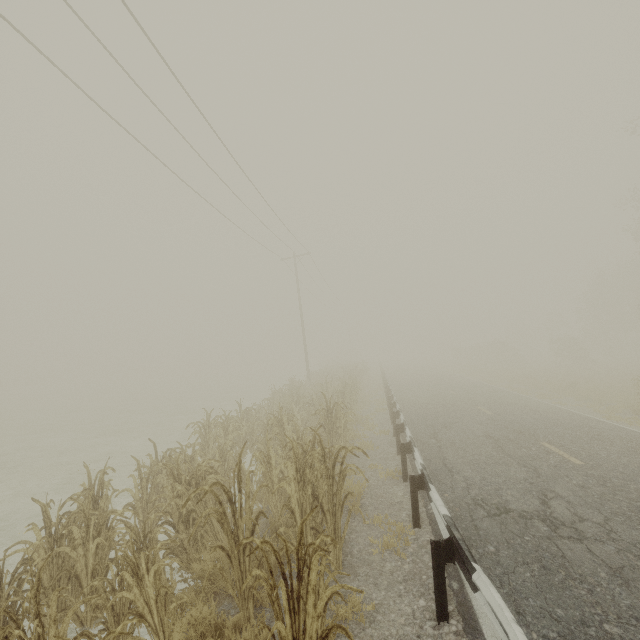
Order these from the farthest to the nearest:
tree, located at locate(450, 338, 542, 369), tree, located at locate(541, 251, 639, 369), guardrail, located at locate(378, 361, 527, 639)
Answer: tree, located at locate(450, 338, 542, 369) → tree, located at locate(541, 251, 639, 369) → guardrail, located at locate(378, 361, 527, 639)

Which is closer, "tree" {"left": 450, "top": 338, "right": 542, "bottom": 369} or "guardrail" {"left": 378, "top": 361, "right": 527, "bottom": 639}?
"guardrail" {"left": 378, "top": 361, "right": 527, "bottom": 639}

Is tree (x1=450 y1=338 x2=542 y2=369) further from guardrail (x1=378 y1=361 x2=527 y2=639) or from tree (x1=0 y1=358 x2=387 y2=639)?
tree (x1=0 y1=358 x2=387 y2=639)

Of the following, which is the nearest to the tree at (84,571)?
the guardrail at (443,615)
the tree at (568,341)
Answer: the guardrail at (443,615)

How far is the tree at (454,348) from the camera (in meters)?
38.31

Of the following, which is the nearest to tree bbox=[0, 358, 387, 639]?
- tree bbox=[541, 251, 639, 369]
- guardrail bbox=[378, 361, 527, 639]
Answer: guardrail bbox=[378, 361, 527, 639]

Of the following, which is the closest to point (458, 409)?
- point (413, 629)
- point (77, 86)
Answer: point (413, 629)

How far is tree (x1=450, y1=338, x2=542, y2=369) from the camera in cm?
3831
